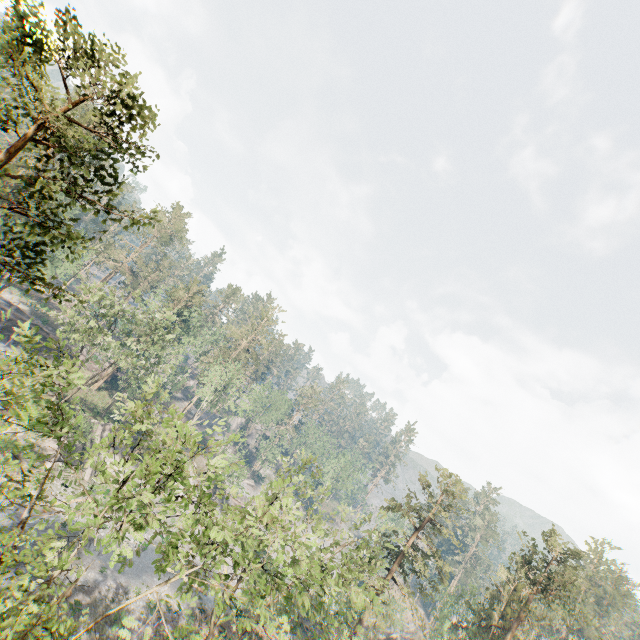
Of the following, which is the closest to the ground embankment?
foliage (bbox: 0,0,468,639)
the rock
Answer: foliage (bbox: 0,0,468,639)

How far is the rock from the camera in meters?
42.4

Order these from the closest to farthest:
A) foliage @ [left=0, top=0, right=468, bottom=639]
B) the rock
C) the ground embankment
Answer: foliage @ [left=0, top=0, right=468, bottom=639]
the rock
the ground embankment

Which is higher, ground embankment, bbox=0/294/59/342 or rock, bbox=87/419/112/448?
ground embankment, bbox=0/294/59/342

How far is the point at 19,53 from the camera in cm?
1087

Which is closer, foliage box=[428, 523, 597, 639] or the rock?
foliage box=[428, 523, 597, 639]

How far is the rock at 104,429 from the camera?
42.4m

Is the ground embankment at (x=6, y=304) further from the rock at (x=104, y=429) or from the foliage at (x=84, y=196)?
the rock at (x=104, y=429)
